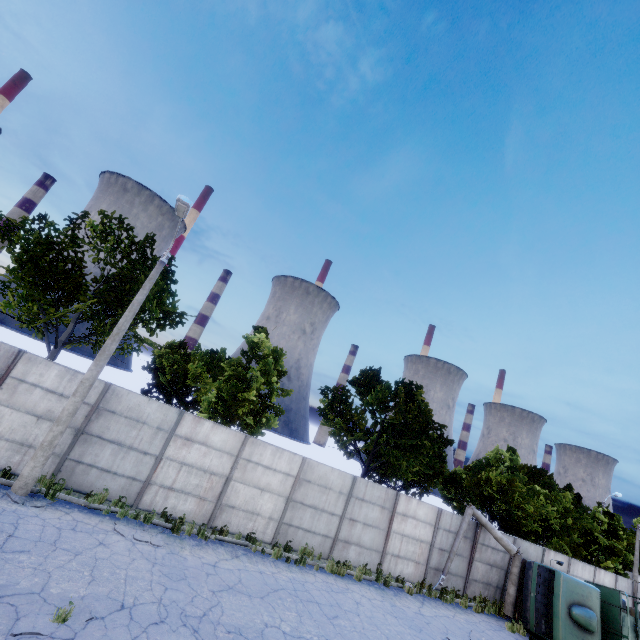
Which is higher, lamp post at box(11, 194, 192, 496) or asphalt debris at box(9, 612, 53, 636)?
lamp post at box(11, 194, 192, 496)

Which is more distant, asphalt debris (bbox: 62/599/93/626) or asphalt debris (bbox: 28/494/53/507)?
asphalt debris (bbox: 28/494/53/507)

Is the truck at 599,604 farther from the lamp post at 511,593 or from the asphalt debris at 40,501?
the asphalt debris at 40,501

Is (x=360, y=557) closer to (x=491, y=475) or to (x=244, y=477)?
(x=244, y=477)

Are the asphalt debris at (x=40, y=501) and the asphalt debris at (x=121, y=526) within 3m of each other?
yes

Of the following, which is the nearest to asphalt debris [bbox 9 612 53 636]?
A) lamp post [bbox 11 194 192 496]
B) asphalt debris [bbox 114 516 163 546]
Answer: asphalt debris [bbox 114 516 163 546]

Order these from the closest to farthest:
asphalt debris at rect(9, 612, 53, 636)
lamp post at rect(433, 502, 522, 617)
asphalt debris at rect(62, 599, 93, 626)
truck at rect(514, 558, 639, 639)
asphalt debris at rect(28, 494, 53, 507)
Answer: asphalt debris at rect(9, 612, 53, 636) < asphalt debris at rect(62, 599, 93, 626) < asphalt debris at rect(28, 494, 53, 507) < truck at rect(514, 558, 639, 639) < lamp post at rect(433, 502, 522, 617)

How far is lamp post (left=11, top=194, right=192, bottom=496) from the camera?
9.8m
